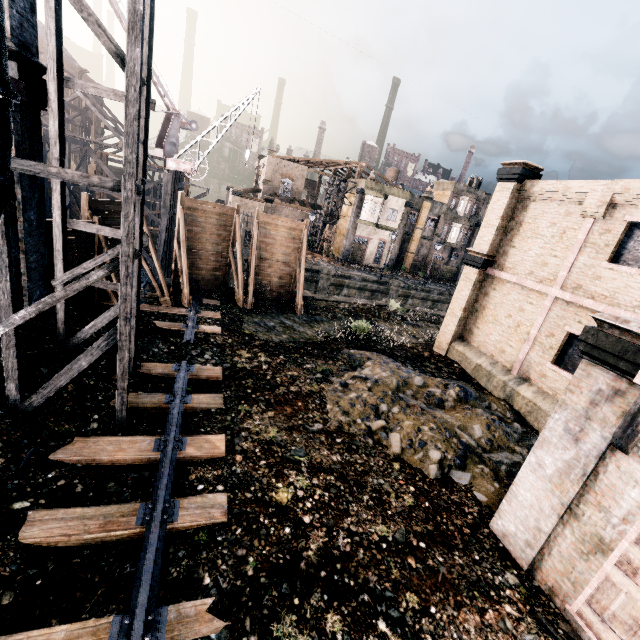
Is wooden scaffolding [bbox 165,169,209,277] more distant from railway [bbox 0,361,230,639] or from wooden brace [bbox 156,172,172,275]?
railway [bbox 0,361,230,639]

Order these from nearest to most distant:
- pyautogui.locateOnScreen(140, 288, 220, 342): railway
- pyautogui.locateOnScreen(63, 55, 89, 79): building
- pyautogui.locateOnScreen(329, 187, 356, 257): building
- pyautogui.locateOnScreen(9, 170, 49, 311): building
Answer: pyautogui.locateOnScreen(9, 170, 49, 311): building, pyautogui.locateOnScreen(140, 288, 220, 342): railway, pyautogui.locateOnScreen(329, 187, 356, 257): building, pyautogui.locateOnScreen(63, 55, 89, 79): building

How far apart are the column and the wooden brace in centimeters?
1448cm

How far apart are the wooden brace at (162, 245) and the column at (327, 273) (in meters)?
14.48

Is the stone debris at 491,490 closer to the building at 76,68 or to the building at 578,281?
the building at 578,281

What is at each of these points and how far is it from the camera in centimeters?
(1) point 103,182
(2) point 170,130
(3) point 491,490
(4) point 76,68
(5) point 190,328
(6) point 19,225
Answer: (1) silo, 668cm
(2) crane, 2970cm
(3) stone debris, 930cm
(4) building, 5775cm
(5) railway, 1461cm
(6) building, 916cm

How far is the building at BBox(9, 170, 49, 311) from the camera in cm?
895

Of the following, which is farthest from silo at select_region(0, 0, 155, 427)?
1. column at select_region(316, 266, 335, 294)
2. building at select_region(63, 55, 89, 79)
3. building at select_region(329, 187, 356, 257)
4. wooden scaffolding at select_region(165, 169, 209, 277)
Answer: building at select_region(63, 55, 89, 79)
